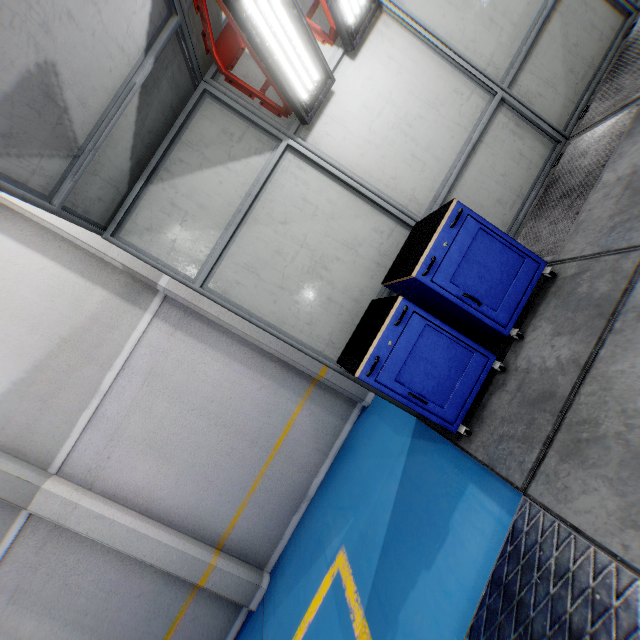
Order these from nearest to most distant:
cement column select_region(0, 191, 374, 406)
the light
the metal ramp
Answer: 1. the metal ramp
2. the light
3. cement column select_region(0, 191, 374, 406)

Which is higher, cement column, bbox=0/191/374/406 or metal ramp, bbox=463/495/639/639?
cement column, bbox=0/191/374/406

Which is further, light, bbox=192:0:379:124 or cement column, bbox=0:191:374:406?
cement column, bbox=0:191:374:406

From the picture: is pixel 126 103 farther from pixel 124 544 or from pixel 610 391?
pixel 124 544

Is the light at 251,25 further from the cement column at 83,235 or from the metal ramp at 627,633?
the metal ramp at 627,633

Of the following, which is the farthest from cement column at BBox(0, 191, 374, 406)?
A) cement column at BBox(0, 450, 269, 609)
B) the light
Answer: cement column at BBox(0, 450, 269, 609)

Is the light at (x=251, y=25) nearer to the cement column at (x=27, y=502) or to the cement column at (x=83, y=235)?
the cement column at (x=83, y=235)

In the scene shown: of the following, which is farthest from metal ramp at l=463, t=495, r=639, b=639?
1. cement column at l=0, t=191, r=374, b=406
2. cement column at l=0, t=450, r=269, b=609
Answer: cement column at l=0, t=450, r=269, b=609
